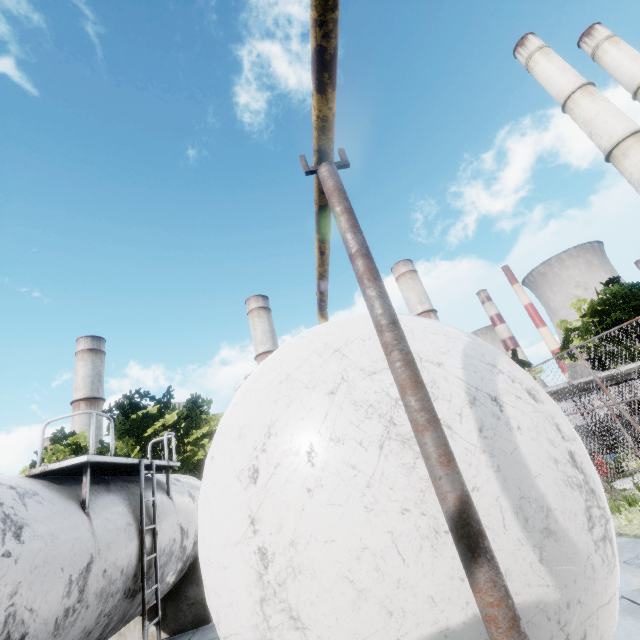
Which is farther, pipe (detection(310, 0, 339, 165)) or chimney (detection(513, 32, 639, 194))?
chimney (detection(513, 32, 639, 194))

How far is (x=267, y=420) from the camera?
2.21m

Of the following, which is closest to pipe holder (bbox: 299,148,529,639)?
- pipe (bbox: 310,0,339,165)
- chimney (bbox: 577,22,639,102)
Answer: pipe (bbox: 310,0,339,165)

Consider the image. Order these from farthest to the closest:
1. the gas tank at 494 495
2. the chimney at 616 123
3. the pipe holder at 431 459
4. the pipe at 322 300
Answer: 1. the chimney at 616 123
2. the pipe at 322 300
3. the gas tank at 494 495
4. the pipe holder at 431 459

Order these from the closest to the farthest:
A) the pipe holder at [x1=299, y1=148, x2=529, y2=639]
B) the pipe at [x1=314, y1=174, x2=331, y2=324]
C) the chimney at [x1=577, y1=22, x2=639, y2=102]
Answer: the pipe holder at [x1=299, y1=148, x2=529, y2=639]
the pipe at [x1=314, y1=174, x2=331, y2=324]
the chimney at [x1=577, y1=22, x2=639, y2=102]

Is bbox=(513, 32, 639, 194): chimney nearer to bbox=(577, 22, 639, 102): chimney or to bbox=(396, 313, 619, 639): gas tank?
bbox=(577, 22, 639, 102): chimney

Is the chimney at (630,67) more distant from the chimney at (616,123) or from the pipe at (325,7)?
the pipe at (325,7)

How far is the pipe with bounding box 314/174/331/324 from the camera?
2.2 meters
